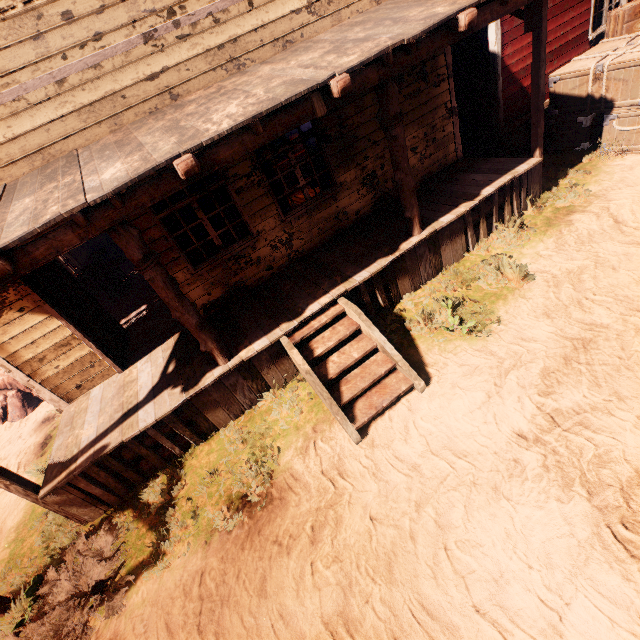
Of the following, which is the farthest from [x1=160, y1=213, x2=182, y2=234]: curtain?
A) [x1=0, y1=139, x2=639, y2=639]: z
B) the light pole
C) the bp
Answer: the light pole

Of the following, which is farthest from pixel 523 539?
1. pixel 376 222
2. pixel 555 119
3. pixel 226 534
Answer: pixel 555 119

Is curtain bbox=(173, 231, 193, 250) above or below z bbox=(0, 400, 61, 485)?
above

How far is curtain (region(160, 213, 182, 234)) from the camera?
5.6m

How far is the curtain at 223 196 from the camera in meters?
5.8 m

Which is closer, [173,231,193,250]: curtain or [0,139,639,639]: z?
[0,139,639,639]: z

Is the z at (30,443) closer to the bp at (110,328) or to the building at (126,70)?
the building at (126,70)

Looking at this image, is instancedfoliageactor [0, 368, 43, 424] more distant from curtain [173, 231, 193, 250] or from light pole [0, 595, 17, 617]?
light pole [0, 595, 17, 617]
